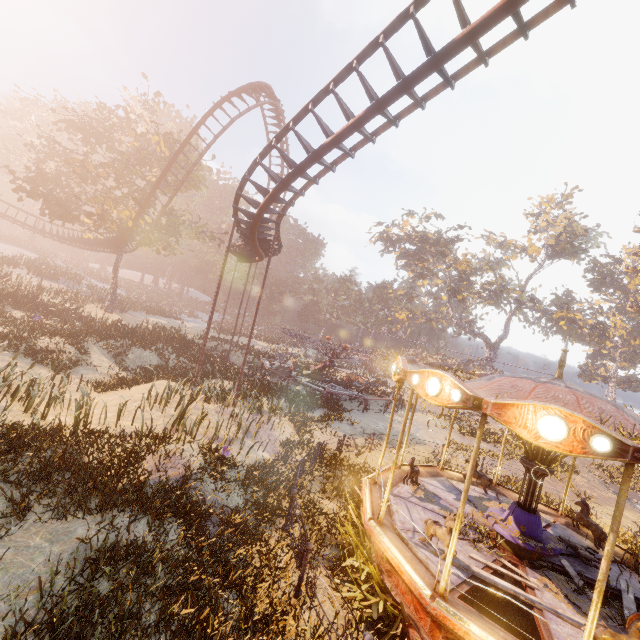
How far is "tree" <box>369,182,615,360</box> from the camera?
46.7m

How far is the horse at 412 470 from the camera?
9.4 meters

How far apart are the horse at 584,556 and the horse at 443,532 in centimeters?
398cm

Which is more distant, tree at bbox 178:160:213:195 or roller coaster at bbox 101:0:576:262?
tree at bbox 178:160:213:195

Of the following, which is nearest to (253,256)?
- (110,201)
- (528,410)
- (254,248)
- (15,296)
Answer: (254,248)

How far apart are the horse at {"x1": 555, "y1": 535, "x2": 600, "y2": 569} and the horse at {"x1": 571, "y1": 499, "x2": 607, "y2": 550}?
0.7m

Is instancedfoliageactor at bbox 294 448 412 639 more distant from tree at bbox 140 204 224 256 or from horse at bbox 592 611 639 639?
tree at bbox 140 204 224 256

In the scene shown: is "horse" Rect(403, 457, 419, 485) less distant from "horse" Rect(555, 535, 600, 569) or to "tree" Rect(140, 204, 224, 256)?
"horse" Rect(555, 535, 600, 569)
